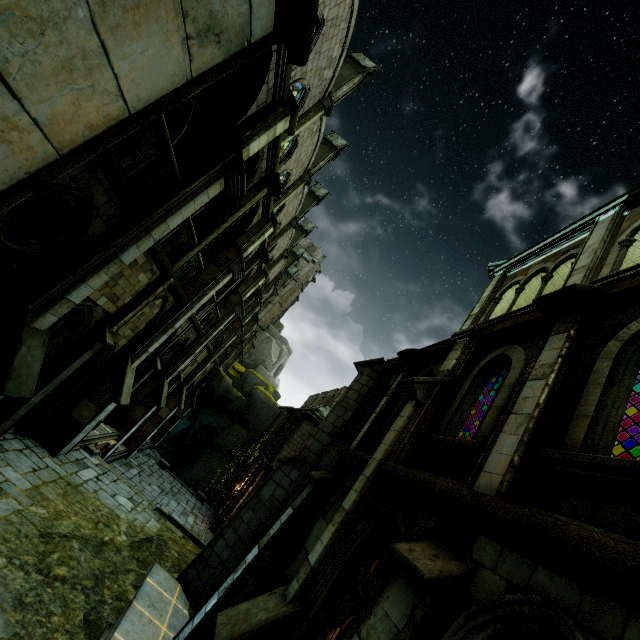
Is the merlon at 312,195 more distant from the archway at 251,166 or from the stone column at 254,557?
the stone column at 254,557

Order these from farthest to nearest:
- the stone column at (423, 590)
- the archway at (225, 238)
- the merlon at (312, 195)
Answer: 1. the merlon at (312, 195)
2. the archway at (225, 238)
3. the stone column at (423, 590)

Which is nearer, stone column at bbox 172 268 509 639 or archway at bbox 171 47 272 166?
stone column at bbox 172 268 509 639

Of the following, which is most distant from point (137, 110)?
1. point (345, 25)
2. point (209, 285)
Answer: point (345, 25)

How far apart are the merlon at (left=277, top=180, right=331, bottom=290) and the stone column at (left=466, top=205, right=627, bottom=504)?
30.8 meters

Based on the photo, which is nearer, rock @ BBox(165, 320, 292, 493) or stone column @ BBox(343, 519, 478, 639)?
stone column @ BBox(343, 519, 478, 639)

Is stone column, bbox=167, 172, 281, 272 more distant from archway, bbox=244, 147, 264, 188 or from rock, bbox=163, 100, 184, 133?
rock, bbox=163, 100, 184, 133

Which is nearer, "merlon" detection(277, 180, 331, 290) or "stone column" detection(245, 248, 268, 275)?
"stone column" detection(245, 248, 268, 275)
